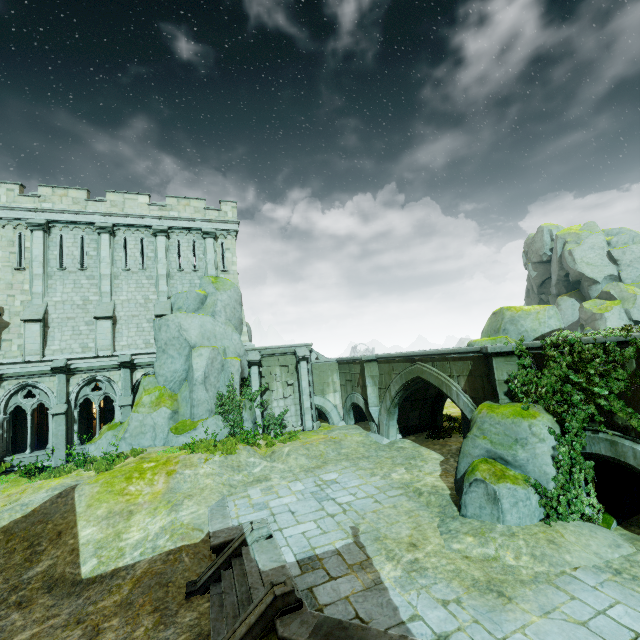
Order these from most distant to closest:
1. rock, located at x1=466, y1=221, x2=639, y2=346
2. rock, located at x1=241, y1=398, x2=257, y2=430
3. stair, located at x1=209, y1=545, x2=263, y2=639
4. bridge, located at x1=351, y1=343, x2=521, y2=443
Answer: rock, located at x1=241, y1=398, x2=257, y2=430, rock, located at x1=466, y1=221, x2=639, y2=346, bridge, located at x1=351, y1=343, x2=521, y2=443, stair, located at x1=209, y1=545, x2=263, y2=639

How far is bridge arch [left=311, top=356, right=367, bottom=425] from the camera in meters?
22.7

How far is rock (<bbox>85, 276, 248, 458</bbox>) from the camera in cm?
1784

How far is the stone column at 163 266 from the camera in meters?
20.4 m

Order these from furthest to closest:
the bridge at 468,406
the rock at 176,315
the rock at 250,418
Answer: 1. the rock at 250,418
2. the rock at 176,315
3. the bridge at 468,406

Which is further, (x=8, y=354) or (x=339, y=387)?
(x=339, y=387)

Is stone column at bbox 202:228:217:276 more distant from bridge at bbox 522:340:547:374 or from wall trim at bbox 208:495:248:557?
wall trim at bbox 208:495:248:557

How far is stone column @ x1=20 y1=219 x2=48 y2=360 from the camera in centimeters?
1784cm
